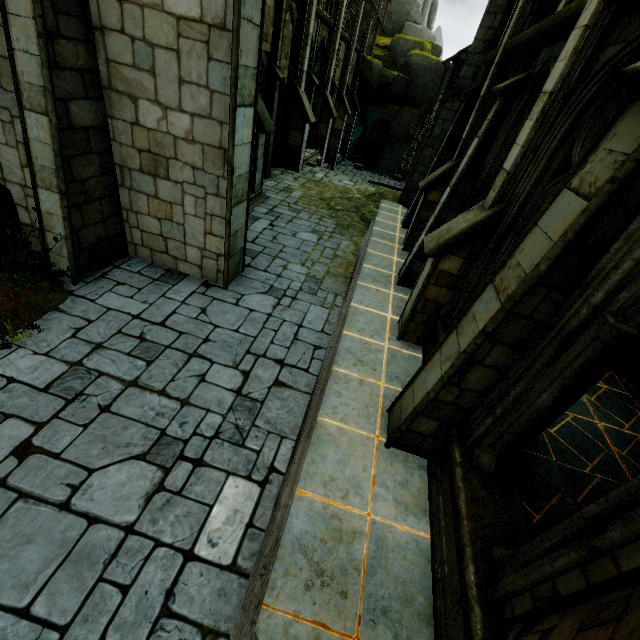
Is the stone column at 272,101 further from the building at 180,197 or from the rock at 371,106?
the rock at 371,106

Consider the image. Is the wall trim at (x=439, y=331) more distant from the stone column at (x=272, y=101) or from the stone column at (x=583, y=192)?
the stone column at (x=272, y=101)

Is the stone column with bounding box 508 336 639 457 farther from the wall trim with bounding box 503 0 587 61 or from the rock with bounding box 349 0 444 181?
the rock with bounding box 349 0 444 181

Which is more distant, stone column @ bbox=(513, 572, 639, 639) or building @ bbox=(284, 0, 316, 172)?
building @ bbox=(284, 0, 316, 172)

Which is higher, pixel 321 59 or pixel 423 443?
pixel 321 59

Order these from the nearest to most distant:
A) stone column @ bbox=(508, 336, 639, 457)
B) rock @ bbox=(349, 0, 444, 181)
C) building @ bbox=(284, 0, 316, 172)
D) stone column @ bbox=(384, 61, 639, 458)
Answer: stone column @ bbox=(384, 61, 639, 458) < stone column @ bbox=(508, 336, 639, 457) < building @ bbox=(284, 0, 316, 172) < rock @ bbox=(349, 0, 444, 181)

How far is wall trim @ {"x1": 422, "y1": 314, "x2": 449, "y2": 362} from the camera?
5.78m

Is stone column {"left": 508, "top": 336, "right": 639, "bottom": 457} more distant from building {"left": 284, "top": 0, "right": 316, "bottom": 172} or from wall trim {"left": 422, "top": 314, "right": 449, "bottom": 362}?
building {"left": 284, "top": 0, "right": 316, "bottom": 172}
